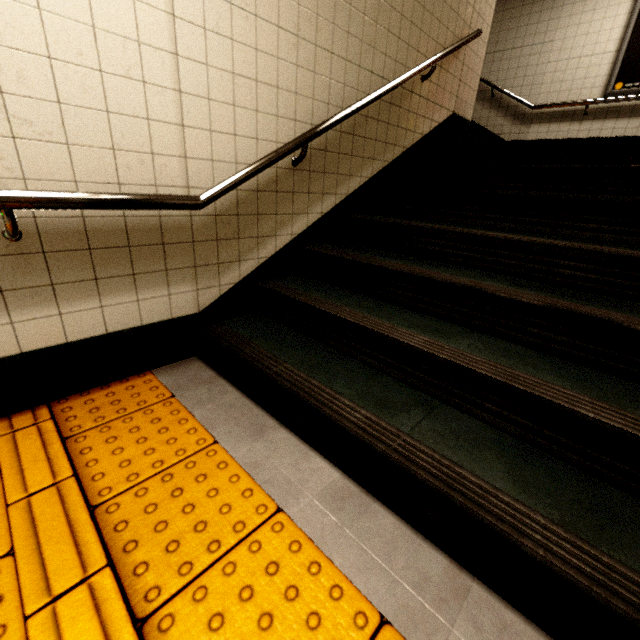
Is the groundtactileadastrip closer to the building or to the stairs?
the stairs

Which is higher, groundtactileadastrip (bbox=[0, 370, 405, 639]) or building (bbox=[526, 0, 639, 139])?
building (bbox=[526, 0, 639, 139])

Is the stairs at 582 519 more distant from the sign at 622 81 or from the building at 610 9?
the sign at 622 81

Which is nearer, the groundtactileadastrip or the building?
the groundtactileadastrip

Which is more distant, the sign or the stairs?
the sign

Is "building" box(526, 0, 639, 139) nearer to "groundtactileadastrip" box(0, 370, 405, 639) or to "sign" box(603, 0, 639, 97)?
"sign" box(603, 0, 639, 97)

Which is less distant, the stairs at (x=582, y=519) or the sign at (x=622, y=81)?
the stairs at (x=582, y=519)

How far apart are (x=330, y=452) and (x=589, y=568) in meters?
0.9
